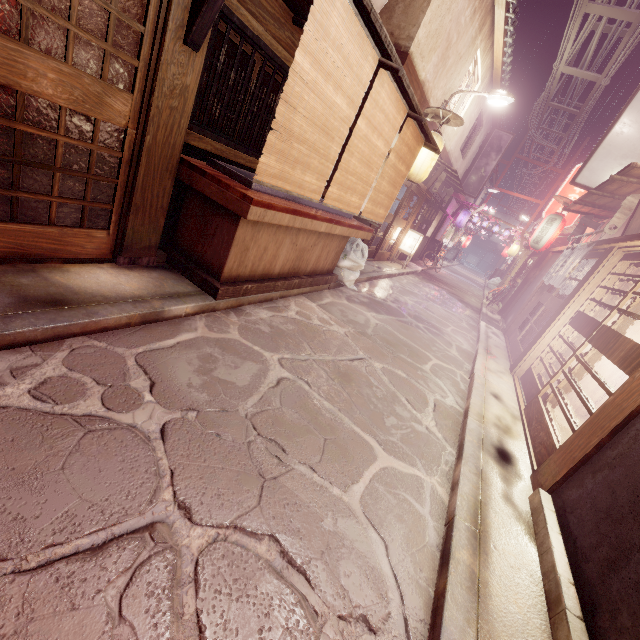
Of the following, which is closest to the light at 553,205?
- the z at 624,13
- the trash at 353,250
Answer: the z at 624,13

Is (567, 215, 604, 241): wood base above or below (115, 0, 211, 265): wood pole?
above

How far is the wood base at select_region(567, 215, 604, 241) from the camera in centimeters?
1514cm

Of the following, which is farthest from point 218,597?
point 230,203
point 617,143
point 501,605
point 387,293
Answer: point 617,143

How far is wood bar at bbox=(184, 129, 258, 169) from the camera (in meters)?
6.42

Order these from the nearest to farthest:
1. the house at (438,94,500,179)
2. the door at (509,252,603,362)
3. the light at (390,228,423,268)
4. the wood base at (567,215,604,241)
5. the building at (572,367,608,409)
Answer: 1. the building at (572,367,608,409)
2. the door at (509,252,603,362)
3. the wood base at (567,215,604,241)
4. the house at (438,94,500,179)
5. the light at (390,228,423,268)

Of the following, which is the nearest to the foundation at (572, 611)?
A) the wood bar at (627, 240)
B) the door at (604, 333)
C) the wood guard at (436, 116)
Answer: the door at (604, 333)

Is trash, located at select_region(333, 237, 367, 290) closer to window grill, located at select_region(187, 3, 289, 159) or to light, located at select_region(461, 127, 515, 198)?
window grill, located at select_region(187, 3, 289, 159)
